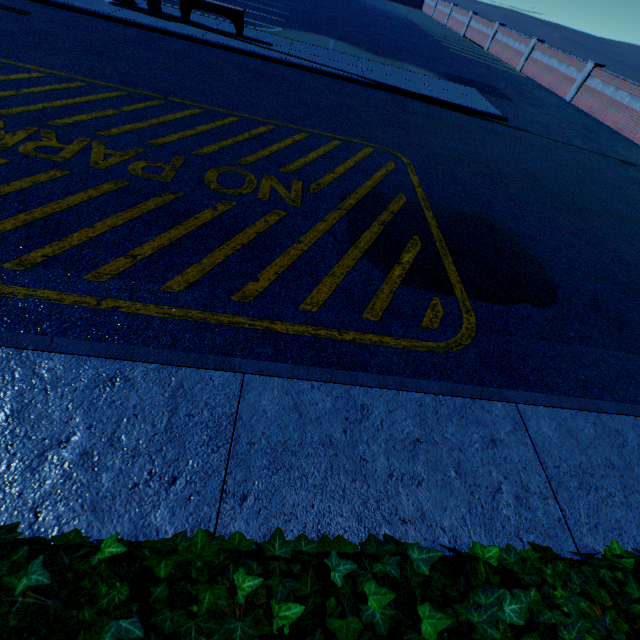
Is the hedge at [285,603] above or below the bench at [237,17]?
above

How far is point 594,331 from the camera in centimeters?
394cm

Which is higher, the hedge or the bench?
the hedge

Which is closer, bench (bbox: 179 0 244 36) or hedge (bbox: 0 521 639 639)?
hedge (bbox: 0 521 639 639)

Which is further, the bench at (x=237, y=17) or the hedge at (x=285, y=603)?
the bench at (x=237, y=17)
